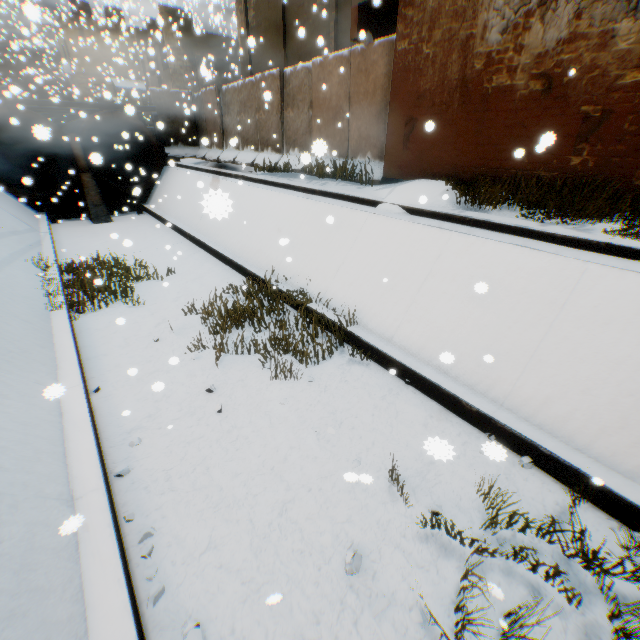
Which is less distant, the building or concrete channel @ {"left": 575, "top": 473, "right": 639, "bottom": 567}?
concrete channel @ {"left": 575, "top": 473, "right": 639, "bottom": 567}

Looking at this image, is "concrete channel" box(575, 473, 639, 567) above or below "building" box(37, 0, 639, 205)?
below

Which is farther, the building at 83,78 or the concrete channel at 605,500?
the building at 83,78

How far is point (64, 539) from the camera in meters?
3.0 m
